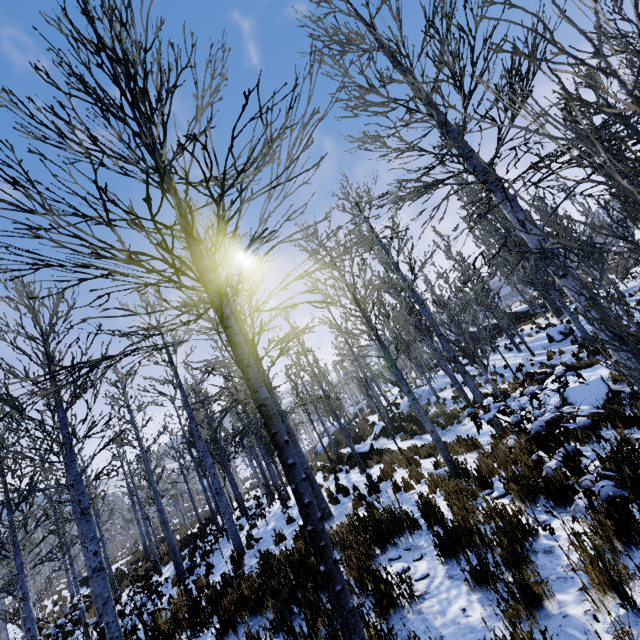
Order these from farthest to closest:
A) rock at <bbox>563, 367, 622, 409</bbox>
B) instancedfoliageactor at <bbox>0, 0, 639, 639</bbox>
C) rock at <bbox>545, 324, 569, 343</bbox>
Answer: rock at <bbox>545, 324, 569, 343</bbox>, rock at <bbox>563, 367, 622, 409</bbox>, instancedfoliageactor at <bbox>0, 0, 639, 639</bbox>

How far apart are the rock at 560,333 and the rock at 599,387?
9.71m

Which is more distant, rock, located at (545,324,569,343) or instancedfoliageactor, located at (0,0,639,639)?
rock, located at (545,324,569,343)

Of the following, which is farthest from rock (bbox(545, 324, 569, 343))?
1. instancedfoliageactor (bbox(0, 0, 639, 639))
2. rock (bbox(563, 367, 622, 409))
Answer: rock (bbox(563, 367, 622, 409))

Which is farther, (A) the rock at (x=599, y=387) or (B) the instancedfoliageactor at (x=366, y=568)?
(A) the rock at (x=599, y=387)

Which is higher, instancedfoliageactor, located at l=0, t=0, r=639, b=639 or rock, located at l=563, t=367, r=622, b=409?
instancedfoliageactor, located at l=0, t=0, r=639, b=639

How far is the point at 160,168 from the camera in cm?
328

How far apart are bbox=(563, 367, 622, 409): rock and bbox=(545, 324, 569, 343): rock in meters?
9.7 m
